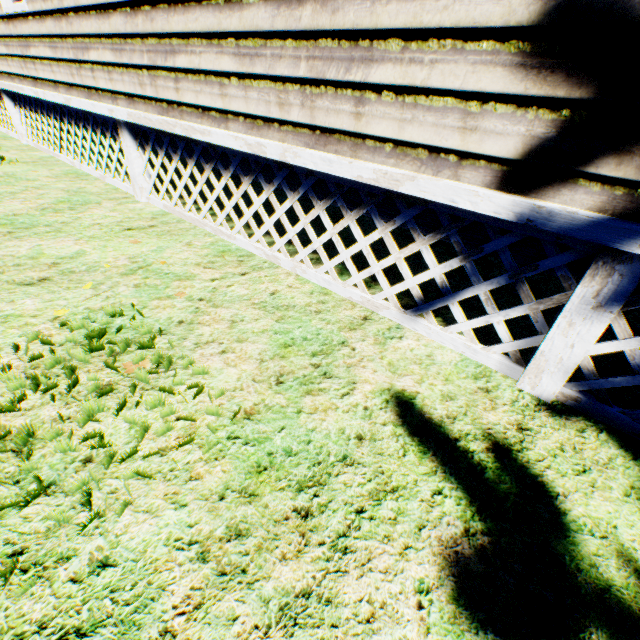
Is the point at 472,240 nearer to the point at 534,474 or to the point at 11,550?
the point at 534,474

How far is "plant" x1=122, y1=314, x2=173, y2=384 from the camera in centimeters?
182cm

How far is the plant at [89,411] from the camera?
1.56m

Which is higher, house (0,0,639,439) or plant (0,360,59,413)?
house (0,0,639,439)
